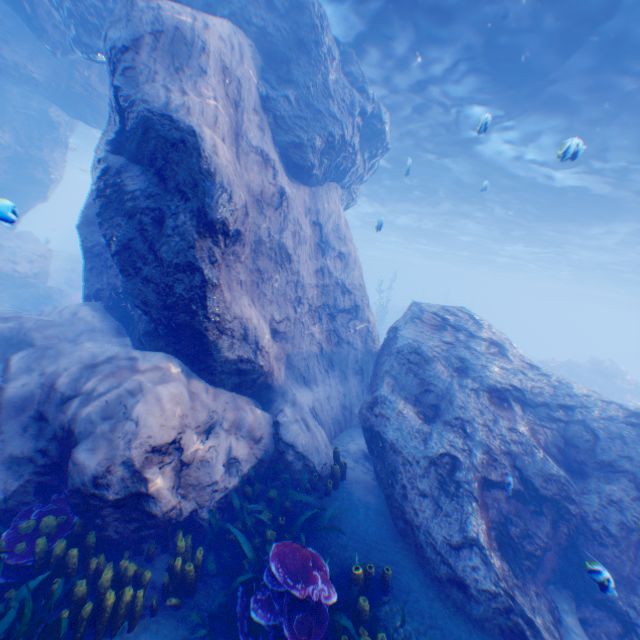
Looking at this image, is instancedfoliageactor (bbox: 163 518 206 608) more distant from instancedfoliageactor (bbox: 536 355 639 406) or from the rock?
instancedfoliageactor (bbox: 536 355 639 406)

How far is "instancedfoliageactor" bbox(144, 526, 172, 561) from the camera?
4.8 meters

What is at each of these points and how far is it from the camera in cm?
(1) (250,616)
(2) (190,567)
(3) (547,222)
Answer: (1) instancedfoliageactor, 414
(2) instancedfoliageactor, 445
(3) light, 2164

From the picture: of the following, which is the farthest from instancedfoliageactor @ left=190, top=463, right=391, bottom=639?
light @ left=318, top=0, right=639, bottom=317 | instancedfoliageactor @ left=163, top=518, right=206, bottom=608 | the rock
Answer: light @ left=318, top=0, right=639, bottom=317

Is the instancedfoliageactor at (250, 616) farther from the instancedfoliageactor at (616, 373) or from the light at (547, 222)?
the instancedfoliageactor at (616, 373)

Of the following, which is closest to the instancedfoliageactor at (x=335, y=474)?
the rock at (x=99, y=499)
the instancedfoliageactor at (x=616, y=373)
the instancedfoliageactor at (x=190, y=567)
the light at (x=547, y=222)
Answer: the rock at (x=99, y=499)

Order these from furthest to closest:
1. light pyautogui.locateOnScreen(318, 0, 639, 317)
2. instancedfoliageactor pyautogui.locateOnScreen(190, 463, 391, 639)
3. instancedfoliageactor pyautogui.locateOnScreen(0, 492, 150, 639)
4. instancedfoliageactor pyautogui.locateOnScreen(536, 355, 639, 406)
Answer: instancedfoliageactor pyautogui.locateOnScreen(536, 355, 639, 406), light pyautogui.locateOnScreen(318, 0, 639, 317), instancedfoliageactor pyautogui.locateOnScreen(190, 463, 391, 639), instancedfoliageactor pyautogui.locateOnScreen(0, 492, 150, 639)
